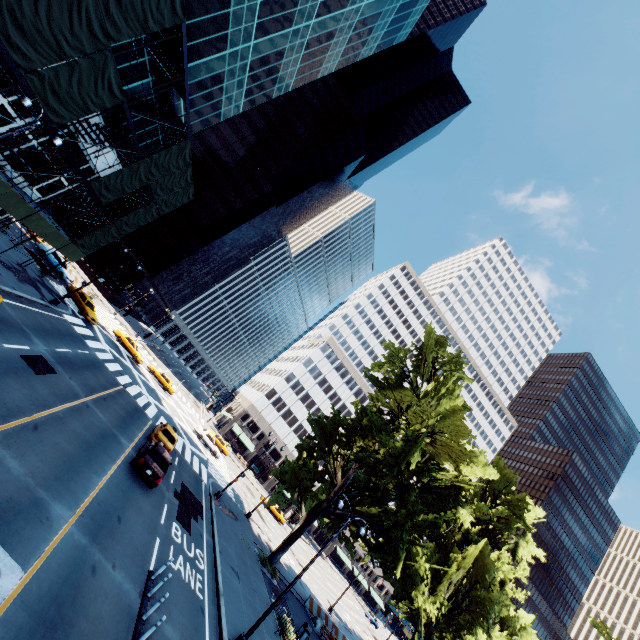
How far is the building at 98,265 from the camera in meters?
57.5 m

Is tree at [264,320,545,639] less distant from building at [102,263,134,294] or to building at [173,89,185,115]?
building at [173,89,185,115]

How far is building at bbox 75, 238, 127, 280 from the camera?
57.5 meters

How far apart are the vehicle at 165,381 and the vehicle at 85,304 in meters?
12.4 m

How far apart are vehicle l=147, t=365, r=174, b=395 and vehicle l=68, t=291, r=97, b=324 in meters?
12.4

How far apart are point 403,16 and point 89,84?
38.2 meters

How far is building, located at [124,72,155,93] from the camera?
22.1m
